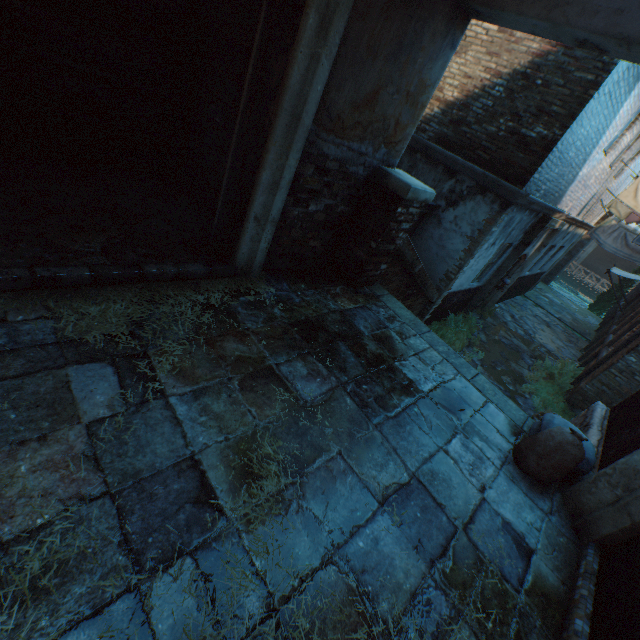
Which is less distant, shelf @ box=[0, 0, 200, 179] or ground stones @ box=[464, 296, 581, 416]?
shelf @ box=[0, 0, 200, 179]

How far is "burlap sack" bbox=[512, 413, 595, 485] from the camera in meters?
2.8 m

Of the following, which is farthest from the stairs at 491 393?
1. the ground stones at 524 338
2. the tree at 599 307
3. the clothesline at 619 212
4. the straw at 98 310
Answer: the tree at 599 307

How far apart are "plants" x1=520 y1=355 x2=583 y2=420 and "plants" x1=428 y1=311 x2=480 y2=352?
1.19m

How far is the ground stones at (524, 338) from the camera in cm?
848

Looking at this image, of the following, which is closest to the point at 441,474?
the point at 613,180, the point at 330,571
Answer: the point at 330,571

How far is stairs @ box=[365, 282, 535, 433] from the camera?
3.8m

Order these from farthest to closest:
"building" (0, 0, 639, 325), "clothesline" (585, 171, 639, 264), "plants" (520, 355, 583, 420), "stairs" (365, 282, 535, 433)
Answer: "clothesline" (585, 171, 639, 264) < "plants" (520, 355, 583, 420) < "stairs" (365, 282, 535, 433) < "building" (0, 0, 639, 325)
